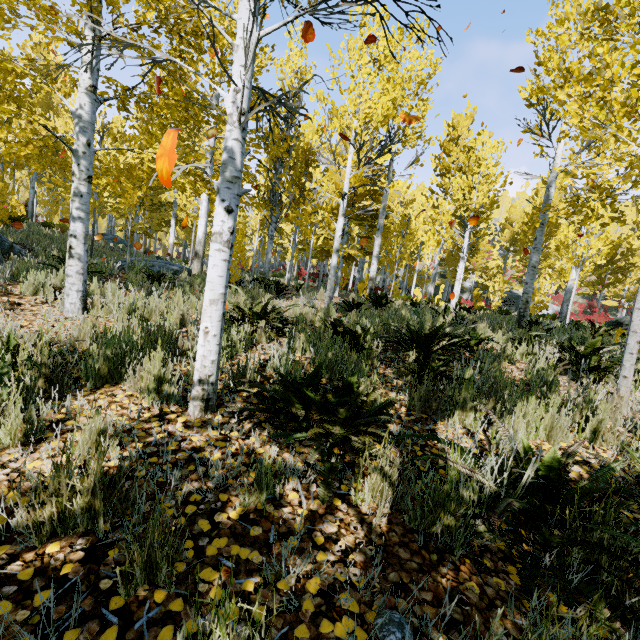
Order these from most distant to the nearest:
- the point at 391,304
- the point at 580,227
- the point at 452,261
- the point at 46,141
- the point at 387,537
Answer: the point at 452,261 → the point at 580,227 → the point at 391,304 → the point at 46,141 → the point at 387,537

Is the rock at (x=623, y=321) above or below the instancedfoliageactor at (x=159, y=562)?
above

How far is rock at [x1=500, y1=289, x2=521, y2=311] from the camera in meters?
32.8 m

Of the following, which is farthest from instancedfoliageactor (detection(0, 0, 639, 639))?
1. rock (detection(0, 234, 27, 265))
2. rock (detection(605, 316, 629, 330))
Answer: rock (detection(605, 316, 629, 330))

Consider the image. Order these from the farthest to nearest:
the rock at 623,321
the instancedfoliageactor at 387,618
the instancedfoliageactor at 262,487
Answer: the rock at 623,321 < the instancedfoliageactor at 262,487 < the instancedfoliageactor at 387,618

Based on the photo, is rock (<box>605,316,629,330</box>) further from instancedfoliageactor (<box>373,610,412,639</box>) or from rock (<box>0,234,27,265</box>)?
rock (<box>0,234,27,265</box>)

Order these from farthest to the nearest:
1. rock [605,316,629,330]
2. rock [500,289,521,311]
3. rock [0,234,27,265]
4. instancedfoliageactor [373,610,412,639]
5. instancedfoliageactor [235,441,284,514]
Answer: rock [500,289,521,311] < rock [605,316,629,330] < rock [0,234,27,265] < instancedfoliageactor [235,441,284,514] < instancedfoliageactor [373,610,412,639]
